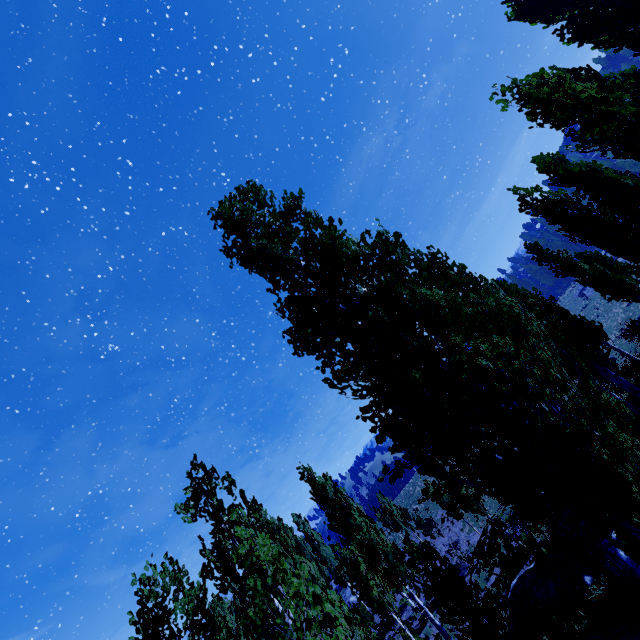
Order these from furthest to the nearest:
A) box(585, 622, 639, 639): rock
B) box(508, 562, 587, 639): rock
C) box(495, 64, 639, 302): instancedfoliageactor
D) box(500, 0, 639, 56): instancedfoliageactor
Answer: box(500, 0, 639, 56): instancedfoliageactor → box(508, 562, 587, 639): rock → box(495, 64, 639, 302): instancedfoliageactor → box(585, 622, 639, 639): rock

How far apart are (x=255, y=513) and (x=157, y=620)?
5.12m

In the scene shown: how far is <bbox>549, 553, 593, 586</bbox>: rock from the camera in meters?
12.1

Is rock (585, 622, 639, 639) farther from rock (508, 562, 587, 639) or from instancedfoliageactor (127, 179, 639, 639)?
Result: rock (508, 562, 587, 639)

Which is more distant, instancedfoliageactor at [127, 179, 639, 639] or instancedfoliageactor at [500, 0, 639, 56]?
instancedfoliageactor at [500, 0, 639, 56]

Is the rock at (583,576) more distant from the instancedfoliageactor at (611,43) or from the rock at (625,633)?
the rock at (625,633)

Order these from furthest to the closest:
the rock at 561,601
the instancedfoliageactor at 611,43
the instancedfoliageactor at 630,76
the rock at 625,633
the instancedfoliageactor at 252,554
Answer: the instancedfoliageactor at 611,43 < the rock at 561,601 < the instancedfoliageactor at 630,76 < the rock at 625,633 < the instancedfoliageactor at 252,554
